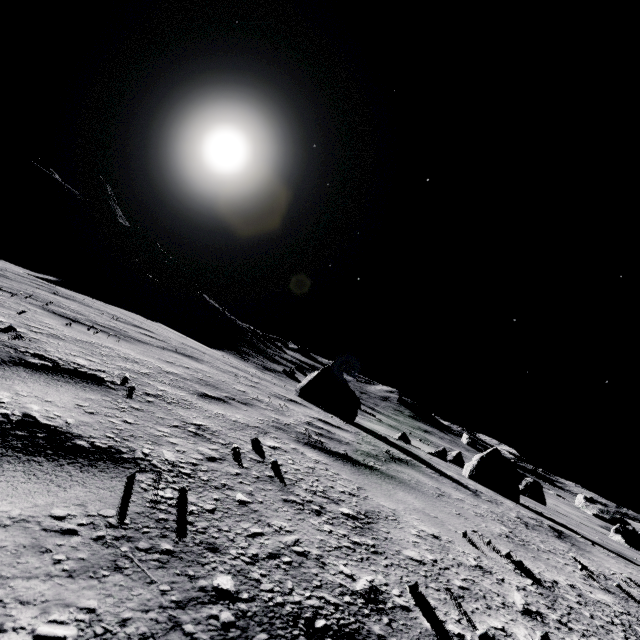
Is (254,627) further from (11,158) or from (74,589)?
(11,158)

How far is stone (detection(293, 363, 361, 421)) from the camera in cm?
812

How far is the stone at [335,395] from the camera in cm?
812
